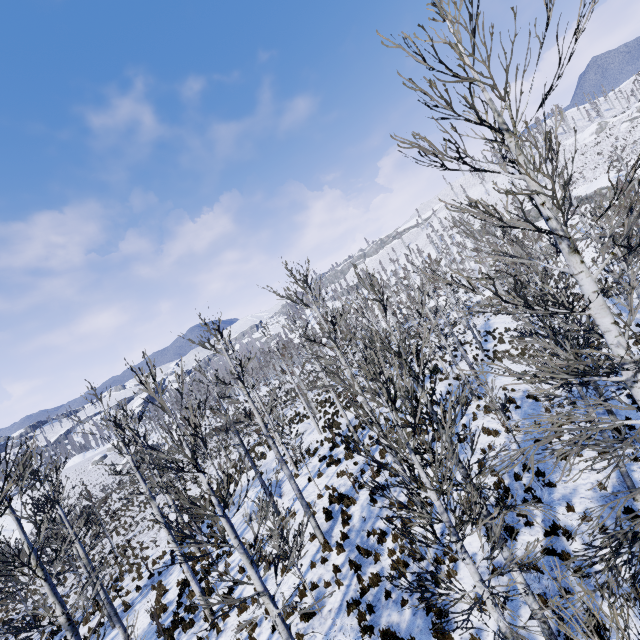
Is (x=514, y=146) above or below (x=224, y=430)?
above

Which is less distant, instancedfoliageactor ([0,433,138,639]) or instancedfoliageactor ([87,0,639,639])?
instancedfoliageactor ([87,0,639,639])

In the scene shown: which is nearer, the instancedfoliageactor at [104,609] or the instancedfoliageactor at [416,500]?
the instancedfoliageactor at [416,500]
